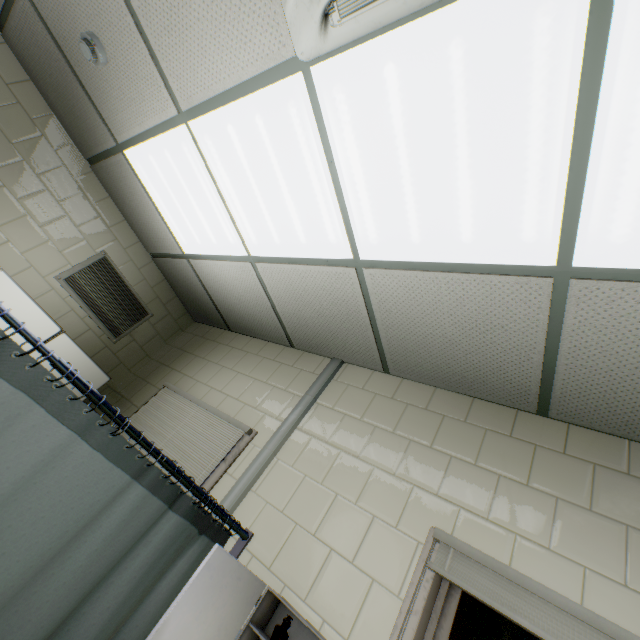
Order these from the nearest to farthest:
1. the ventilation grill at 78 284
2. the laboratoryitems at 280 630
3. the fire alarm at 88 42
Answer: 1. the laboratoryitems at 280 630
2. the fire alarm at 88 42
3. the ventilation grill at 78 284

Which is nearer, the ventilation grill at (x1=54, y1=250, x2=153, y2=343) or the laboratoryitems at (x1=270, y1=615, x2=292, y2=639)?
the laboratoryitems at (x1=270, y1=615, x2=292, y2=639)

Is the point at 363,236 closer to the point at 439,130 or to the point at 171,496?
the point at 439,130

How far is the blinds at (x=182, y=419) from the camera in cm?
232

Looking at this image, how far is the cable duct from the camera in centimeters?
204cm

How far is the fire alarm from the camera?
1.95m

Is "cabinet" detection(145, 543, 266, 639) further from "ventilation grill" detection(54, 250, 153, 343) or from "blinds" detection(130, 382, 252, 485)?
"ventilation grill" detection(54, 250, 153, 343)

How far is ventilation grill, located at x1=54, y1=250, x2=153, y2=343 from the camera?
3.2 meters
